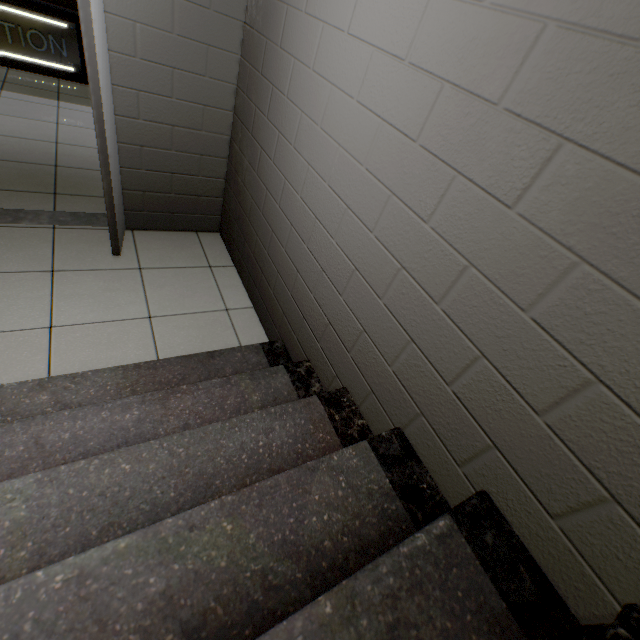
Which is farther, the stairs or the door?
the door

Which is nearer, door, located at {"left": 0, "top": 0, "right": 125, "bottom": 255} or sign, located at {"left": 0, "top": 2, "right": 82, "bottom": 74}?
door, located at {"left": 0, "top": 0, "right": 125, "bottom": 255}

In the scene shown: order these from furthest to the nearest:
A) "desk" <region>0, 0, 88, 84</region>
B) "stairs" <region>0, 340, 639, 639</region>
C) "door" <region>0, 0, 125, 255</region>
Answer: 1. "desk" <region>0, 0, 88, 84</region>
2. "door" <region>0, 0, 125, 255</region>
3. "stairs" <region>0, 340, 639, 639</region>

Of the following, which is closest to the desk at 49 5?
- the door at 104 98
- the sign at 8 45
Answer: the sign at 8 45

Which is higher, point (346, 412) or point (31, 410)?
point (346, 412)

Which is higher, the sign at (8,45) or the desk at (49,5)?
the desk at (49,5)

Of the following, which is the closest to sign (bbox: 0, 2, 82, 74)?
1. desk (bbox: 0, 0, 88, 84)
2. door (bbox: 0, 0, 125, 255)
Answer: desk (bbox: 0, 0, 88, 84)

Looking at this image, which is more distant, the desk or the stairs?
the desk
